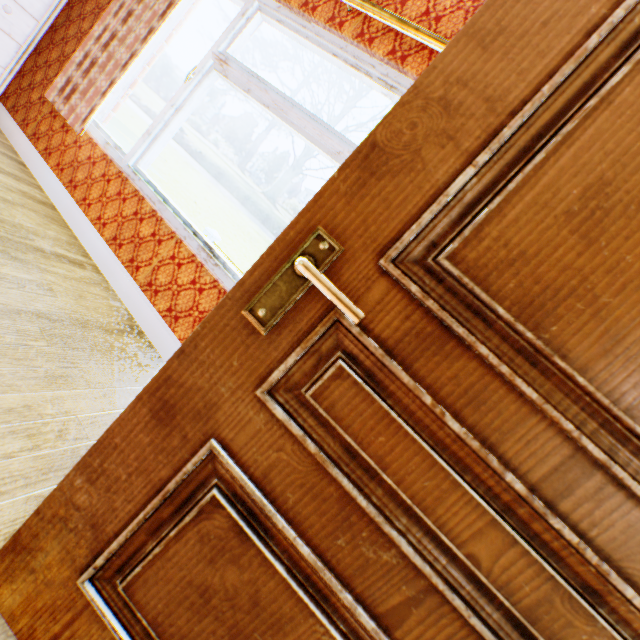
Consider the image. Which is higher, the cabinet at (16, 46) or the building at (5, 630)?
the cabinet at (16, 46)

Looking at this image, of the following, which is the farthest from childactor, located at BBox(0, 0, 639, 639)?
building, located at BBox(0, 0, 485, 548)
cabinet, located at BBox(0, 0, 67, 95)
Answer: cabinet, located at BBox(0, 0, 67, 95)

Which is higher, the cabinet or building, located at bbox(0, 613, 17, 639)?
the cabinet

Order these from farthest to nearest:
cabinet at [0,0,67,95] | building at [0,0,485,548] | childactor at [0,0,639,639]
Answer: cabinet at [0,0,67,95] → building at [0,0,485,548] → childactor at [0,0,639,639]

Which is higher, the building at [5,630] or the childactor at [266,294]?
the childactor at [266,294]

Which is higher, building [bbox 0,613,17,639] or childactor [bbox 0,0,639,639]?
childactor [bbox 0,0,639,639]

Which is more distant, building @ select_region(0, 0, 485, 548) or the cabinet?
the cabinet

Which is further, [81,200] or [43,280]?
[81,200]
